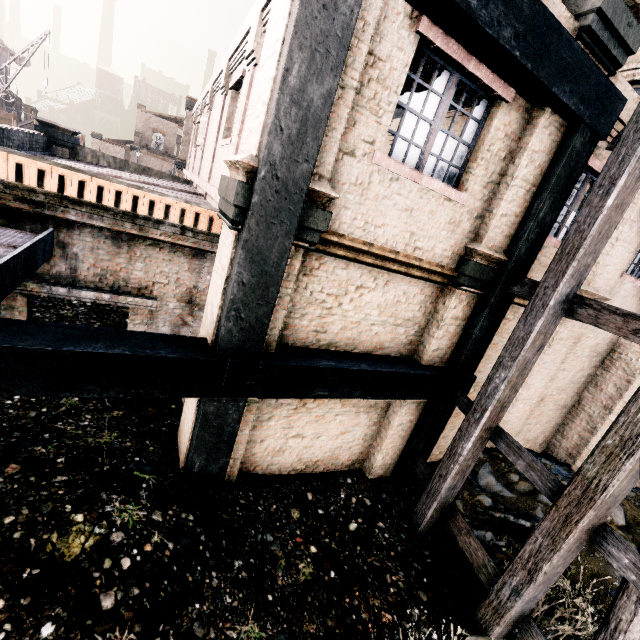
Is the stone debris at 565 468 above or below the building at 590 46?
below

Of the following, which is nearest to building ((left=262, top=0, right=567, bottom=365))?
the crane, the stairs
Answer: the stairs

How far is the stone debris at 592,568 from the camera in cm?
637

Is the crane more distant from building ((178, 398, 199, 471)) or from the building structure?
the building structure

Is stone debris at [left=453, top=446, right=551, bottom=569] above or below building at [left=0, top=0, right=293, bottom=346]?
below

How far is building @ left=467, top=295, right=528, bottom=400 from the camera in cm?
840

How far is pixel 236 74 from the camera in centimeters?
1005cm

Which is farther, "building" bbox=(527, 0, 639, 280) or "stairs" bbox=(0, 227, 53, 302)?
"building" bbox=(527, 0, 639, 280)
